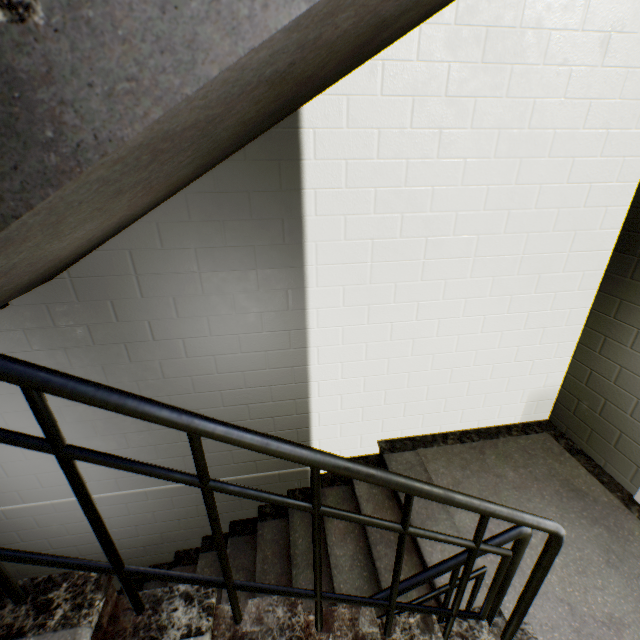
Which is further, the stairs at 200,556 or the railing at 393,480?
the stairs at 200,556

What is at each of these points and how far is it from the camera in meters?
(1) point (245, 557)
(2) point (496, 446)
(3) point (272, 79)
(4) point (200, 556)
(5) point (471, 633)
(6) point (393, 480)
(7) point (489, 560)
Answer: (1) stairs, 3.0
(2) stairs, 3.0
(3) stairs, 0.8
(4) stairs, 3.1
(5) stairs, 1.5
(6) railing, 1.0
(7) stairs, 2.1

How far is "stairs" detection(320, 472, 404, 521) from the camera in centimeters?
262cm

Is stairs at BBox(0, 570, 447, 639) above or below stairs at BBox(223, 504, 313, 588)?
above

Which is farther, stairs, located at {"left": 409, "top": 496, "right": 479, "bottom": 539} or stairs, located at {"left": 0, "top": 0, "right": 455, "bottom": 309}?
stairs, located at {"left": 409, "top": 496, "right": 479, "bottom": 539}

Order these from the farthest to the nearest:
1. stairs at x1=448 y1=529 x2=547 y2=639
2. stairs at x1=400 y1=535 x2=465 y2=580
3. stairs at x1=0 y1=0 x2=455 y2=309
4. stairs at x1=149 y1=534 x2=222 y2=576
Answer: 1. stairs at x1=149 y1=534 x2=222 y2=576
2. stairs at x1=400 y1=535 x2=465 y2=580
3. stairs at x1=448 y1=529 x2=547 y2=639
4. stairs at x1=0 y1=0 x2=455 y2=309

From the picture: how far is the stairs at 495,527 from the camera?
2.29m
